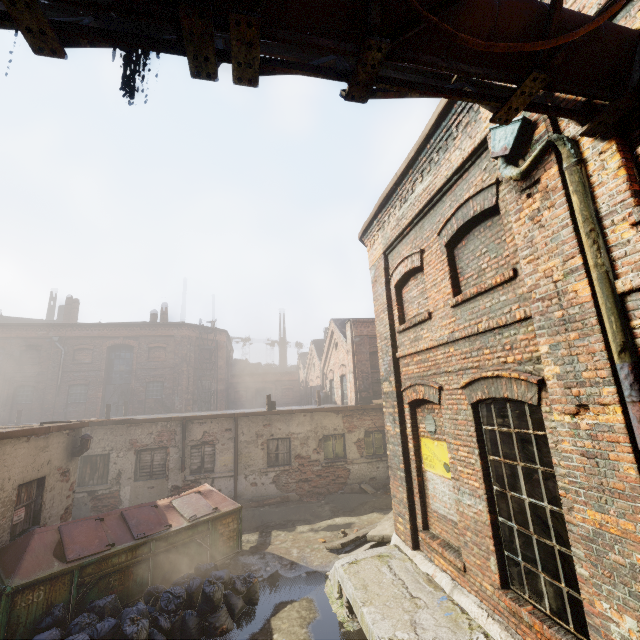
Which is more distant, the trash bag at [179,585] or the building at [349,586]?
the trash bag at [179,585]

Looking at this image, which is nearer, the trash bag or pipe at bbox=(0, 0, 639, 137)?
pipe at bbox=(0, 0, 639, 137)

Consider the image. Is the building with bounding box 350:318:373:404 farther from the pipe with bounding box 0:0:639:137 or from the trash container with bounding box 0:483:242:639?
the pipe with bounding box 0:0:639:137

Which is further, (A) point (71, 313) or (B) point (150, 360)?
(A) point (71, 313)

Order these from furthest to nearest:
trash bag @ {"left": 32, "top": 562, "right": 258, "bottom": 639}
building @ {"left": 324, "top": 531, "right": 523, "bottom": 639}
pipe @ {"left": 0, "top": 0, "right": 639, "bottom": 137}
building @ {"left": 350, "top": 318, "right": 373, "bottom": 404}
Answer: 1. building @ {"left": 350, "top": 318, "right": 373, "bottom": 404}
2. trash bag @ {"left": 32, "top": 562, "right": 258, "bottom": 639}
3. building @ {"left": 324, "top": 531, "right": 523, "bottom": 639}
4. pipe @ {"left": 0, "top": 0, "right": 639, "bottom": 137}

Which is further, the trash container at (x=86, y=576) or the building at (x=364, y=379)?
the building at (x=364, y=379)

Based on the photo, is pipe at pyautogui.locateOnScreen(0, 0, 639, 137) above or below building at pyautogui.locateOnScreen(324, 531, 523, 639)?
above

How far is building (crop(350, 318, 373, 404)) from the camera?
17.06m
